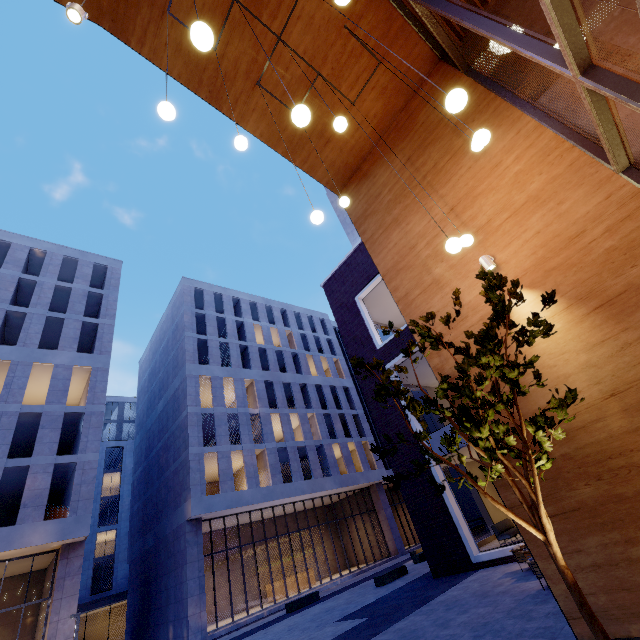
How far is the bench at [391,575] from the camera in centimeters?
1591cm

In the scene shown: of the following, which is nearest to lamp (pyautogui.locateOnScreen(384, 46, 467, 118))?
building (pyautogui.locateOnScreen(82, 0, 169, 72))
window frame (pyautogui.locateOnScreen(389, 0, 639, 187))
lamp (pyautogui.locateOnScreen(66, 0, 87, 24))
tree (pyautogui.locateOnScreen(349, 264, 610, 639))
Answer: window frame (pyautogui.locateOnScreen(389, 0, 639, 187))

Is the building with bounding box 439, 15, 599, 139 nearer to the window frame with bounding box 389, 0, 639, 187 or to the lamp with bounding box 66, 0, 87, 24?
the window frame with bounding box 389, 0, 639, 187

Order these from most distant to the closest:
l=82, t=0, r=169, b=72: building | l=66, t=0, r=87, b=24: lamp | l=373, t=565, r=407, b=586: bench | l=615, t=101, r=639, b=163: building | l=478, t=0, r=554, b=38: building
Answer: l=373, t=565, r=407, b=586: bench < l=82, t=0, r=169, b=72: building < l=478, t=0, r=554, b=38: building < l=615, t=101, r=639, b=163: building < l=66, t=0, r=87, b=24: lamp

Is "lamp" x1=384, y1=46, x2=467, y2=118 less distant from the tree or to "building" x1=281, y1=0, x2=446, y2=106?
the tree

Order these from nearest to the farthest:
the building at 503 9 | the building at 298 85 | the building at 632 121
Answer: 1. the building at 632 121
2. the building at 503 9
3. the building at 298 85

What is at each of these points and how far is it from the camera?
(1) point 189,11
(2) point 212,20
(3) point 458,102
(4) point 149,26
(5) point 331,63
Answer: (1) building, 6.6m
(2) building, 6.7m
(3) lamp, 2.9m
(4) building, 6.7m
(5) building, 7.2m

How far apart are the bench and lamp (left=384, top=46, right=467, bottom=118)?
19.6 meters
